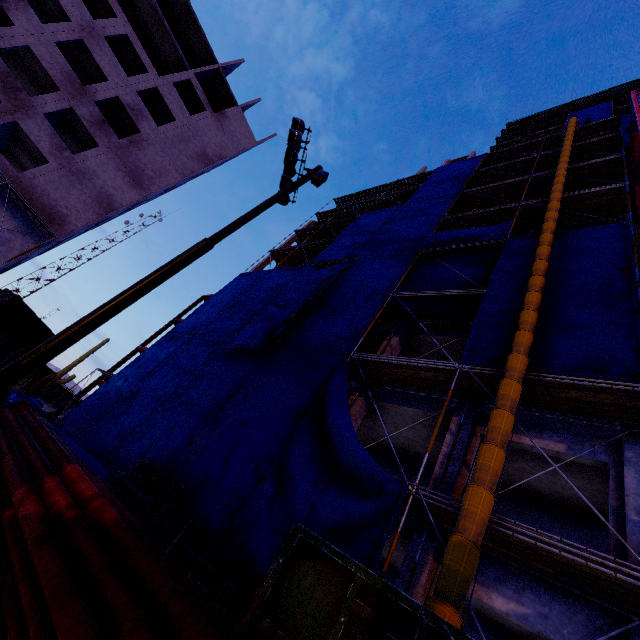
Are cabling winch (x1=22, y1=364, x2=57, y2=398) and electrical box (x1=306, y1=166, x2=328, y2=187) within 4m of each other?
no

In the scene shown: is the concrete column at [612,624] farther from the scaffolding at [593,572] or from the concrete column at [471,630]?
the concrete column at [471,630]

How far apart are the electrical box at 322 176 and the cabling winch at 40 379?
20.00m

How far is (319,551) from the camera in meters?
4.2 m

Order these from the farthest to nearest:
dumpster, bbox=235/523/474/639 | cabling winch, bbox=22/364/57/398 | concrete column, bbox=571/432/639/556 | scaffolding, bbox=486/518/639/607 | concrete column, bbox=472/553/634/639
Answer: cabling winch, bbox=22/364/57/398 → concrete column, bbox=571/432/639/556 → concrete column, bbox=472/553/634/639 → scaffolding, bbox=486/518/639/607 → dumpster, bbox=235/523/474/639

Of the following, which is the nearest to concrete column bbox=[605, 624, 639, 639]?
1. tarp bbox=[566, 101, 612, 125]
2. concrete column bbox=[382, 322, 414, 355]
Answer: concrete column bbox=[382, 322, 414, 355]

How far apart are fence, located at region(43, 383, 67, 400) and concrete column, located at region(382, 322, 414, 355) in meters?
37.3 m

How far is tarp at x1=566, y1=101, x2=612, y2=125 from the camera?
33.6m
